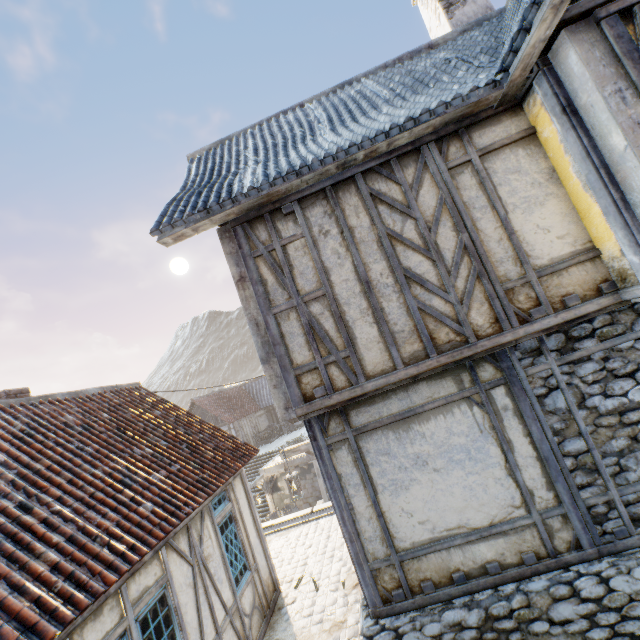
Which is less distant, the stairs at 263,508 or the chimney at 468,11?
the chimney at 468,11

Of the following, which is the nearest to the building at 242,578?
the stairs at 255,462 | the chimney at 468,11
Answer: the chimney at 468,11

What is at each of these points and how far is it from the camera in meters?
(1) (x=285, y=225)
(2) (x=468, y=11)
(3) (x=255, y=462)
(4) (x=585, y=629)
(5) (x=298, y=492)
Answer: (1) building, 4.6
(2) chimney, 6.9
(3) stairs, 24.4
(4) stone foundation, 3.9
(5) street light, 7.4

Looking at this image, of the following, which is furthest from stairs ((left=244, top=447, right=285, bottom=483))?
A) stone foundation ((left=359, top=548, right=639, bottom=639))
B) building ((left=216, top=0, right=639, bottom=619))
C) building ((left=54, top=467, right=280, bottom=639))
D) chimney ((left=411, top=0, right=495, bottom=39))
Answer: chimney ((left=411, top=0, right=495, bottom=39))

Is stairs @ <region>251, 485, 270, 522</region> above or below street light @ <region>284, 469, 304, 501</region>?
below

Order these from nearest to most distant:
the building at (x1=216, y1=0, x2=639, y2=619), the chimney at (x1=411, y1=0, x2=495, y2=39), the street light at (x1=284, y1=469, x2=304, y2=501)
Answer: the building at (x1=216, y1=0, x2=639, y2=619), the chimney at (x1=411, y1=0, x2=495, y2=39), the street light at (x1=284, y1=469, x2=304, y2=501)

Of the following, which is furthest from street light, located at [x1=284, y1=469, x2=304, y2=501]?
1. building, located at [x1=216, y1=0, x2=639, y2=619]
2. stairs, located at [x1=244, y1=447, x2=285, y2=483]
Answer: stairs, located at [x1=244, y1=447, x2=285, y2=483]

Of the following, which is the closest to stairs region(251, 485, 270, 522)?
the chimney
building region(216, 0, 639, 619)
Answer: building region(216, 0, 639, 619)
